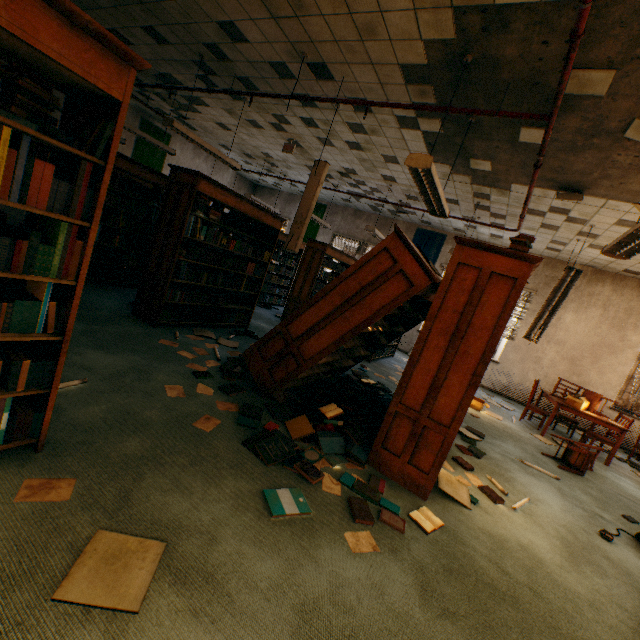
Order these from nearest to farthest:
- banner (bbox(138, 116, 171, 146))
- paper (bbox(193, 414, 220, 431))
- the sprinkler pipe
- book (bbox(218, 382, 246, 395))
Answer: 1. the sprinkler pipe
2. paper (bbox(193, 414, 220, 431))
3. book (bbox(218, 382, 246, 395))
4. banner (bbox(138, 116, 171, 146))

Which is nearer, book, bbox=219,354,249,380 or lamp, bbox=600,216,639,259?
lamp, bbox=600,216,639,259

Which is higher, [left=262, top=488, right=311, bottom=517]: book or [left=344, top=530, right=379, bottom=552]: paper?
[left=262, top=488, right=311, bottom=517]: book

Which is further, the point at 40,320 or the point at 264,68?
the point at 264,68

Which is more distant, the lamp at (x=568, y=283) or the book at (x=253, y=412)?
the lamp at (x=568, y=283)

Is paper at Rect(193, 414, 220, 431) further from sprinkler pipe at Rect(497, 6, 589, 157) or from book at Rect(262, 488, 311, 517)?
sprinkler pipe at Rect(497, 6, 589, 157)

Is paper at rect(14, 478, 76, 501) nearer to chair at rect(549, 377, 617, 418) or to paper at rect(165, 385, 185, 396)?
paper at rect(165, 385, 185, 396)

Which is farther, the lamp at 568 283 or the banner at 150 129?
the banner at 150 129
